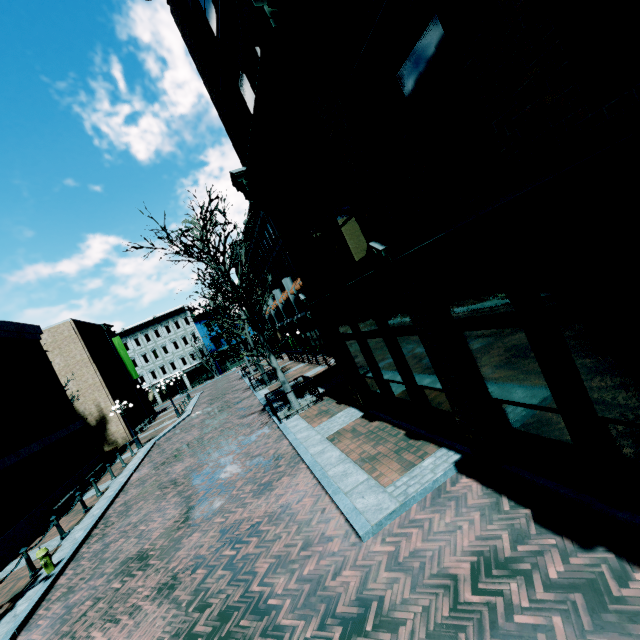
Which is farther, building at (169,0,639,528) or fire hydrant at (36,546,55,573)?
fire hydrant at (36,546,55,573)

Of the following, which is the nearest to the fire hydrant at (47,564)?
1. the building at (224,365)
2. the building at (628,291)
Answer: the building at (628,291)

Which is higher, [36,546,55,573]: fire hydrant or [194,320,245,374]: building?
[194,320,245,374]: building

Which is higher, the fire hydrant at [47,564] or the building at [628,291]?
the building at [628,291]

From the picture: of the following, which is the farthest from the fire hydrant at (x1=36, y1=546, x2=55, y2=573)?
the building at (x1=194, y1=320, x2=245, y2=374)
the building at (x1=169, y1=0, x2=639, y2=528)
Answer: the building at (x1=194, y1=320, x2=245, y2=374)

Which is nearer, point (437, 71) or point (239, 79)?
point (437, 71)

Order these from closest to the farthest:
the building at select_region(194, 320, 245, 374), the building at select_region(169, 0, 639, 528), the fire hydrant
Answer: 1. the building at select_region(169, 0, 639, 528)
2. the fire hydrant
3. the building at select_region(194, 320, 245, 374)
